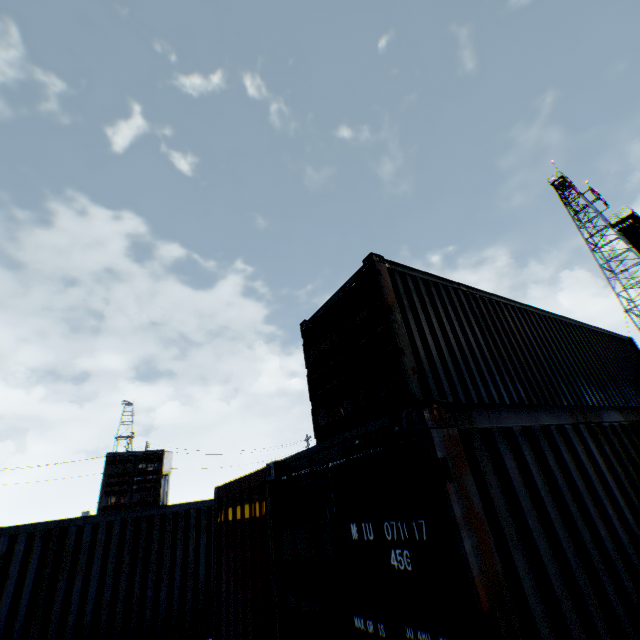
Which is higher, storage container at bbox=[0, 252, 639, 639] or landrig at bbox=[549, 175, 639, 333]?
landrig at bbox=[549, 175, 639, 333]

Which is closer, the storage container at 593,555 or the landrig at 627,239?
the storage container at 593,555

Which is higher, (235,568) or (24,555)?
(24,555)

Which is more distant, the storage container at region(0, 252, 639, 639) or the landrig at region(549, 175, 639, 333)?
the landrig at region(549, 175, 639, 333)

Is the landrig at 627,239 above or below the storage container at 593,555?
above
